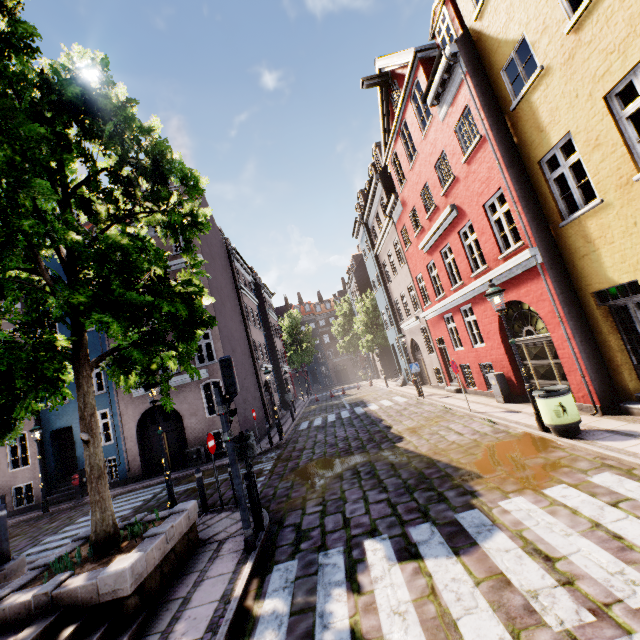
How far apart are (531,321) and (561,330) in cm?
1121

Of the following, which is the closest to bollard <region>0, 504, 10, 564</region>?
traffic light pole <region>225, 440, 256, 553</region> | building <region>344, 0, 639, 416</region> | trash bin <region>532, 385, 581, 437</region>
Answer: traffic light pole <region>225, 440, 256, 553</region>

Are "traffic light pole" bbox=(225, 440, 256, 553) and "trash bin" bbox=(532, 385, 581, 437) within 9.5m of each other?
yes

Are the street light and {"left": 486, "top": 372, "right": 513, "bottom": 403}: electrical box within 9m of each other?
yes

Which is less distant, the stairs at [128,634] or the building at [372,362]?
the stairs at [128,634]

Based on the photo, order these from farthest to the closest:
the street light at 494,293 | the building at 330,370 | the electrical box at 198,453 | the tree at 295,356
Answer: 1. the building at 330,370
2. the tree at 295,356
3. the electrical box at 198,453
4. the street light at 494,293

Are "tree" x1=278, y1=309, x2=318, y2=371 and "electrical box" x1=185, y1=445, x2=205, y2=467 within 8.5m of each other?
no

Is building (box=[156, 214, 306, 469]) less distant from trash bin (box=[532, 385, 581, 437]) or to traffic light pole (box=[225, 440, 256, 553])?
trash bin (box=[532, 385, 581, 437])
